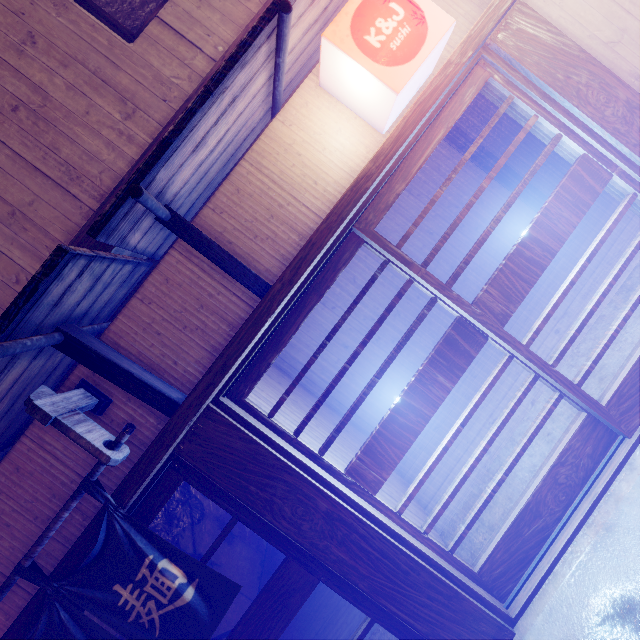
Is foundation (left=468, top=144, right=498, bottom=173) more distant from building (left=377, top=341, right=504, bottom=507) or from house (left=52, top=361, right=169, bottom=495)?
house (left=52, top=361, right=169, bottom=495)

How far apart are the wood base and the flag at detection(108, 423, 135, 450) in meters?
0.0 m

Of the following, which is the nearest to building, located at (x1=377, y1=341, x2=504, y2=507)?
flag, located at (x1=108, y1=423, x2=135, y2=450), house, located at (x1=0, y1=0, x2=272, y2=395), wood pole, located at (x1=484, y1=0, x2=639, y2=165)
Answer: house, located at (x1=0, y1=0, x2=272, y2=395)

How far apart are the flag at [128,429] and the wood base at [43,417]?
0.0 meters

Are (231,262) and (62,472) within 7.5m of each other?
yes

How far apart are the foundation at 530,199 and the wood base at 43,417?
13.30m

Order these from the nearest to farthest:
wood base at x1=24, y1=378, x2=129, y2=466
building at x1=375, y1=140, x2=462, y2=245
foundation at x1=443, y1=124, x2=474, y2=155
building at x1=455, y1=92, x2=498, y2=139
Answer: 1. wood base at x1=24, y1=378, x2=129, y2=466
2. building at x1=455, y1=92, x2=498, y2=139
3. foundation at x1=443, y1=124, x2=474, y2=155
4. building at x1=375, y1=140, x2=462, y2=245

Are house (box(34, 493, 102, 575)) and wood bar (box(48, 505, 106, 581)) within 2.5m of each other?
yes
